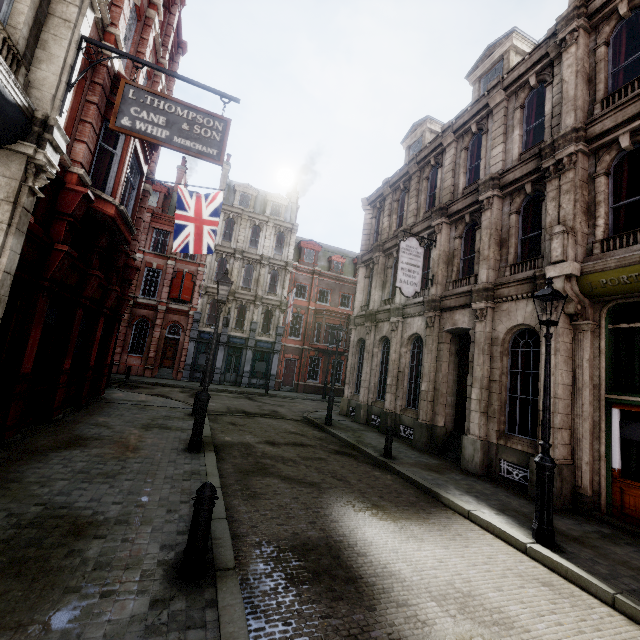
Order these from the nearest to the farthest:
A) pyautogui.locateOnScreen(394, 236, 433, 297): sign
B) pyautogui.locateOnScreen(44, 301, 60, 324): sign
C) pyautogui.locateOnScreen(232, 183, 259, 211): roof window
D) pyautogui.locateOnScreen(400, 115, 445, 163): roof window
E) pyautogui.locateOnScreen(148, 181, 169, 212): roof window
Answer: pyautogui.locateOnScreen(44, 301, 60, 324): sign → pyautogui.locateOnScreen(394, 236, 433, 297): sign → pyautogui.locateOnScreen(400, 115, 445, 163): roof window → pyautogui.locateOnScreen(148, 181, 169, 212): roof window → pyautogui.locateOnScreen(232, 183, 259, 211): roof window

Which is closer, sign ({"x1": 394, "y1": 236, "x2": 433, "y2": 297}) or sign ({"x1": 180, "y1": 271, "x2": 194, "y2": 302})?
sign ({"x1": 394, "y1": 236, "x2": 433, "y2": 297})

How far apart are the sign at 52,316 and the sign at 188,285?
18.4 meters

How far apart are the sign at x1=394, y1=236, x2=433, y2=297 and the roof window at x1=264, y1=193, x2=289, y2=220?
22.2 meters

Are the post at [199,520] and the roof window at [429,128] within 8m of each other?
no

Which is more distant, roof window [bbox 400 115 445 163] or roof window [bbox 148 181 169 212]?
roof window [bbox 148 181 169 212]

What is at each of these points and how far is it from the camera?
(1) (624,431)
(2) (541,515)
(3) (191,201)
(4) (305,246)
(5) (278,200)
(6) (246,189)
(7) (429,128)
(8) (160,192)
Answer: (1) sign, 7.43m
(2) street light, 5.70m
(3) flag, 13.69m
(4) roof window, 33.72m
(5) roof window, 33.09m
(6) roof window, 31.94m
(7) roof window, 17.69m
(8) roof window, 29.11m

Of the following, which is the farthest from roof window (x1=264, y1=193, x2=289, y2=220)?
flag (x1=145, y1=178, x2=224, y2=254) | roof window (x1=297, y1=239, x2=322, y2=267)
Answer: flag (x1=145, y1=178, x2=224, y2=254)
